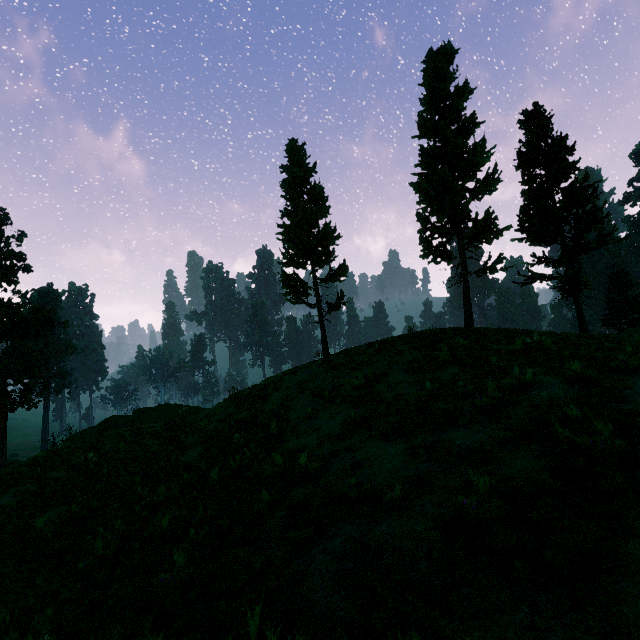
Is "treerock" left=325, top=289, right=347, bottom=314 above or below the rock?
above

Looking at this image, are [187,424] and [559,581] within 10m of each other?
no

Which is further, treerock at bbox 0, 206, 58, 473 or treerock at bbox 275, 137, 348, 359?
treerock at bbox 0, 206, 58, 473

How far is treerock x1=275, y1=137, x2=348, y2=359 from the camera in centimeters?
2141cm

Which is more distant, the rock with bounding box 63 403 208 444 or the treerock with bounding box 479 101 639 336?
the rock with bounding box 63 403 208 444

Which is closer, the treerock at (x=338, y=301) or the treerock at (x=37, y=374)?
the treerock at (x=338, y=301)
